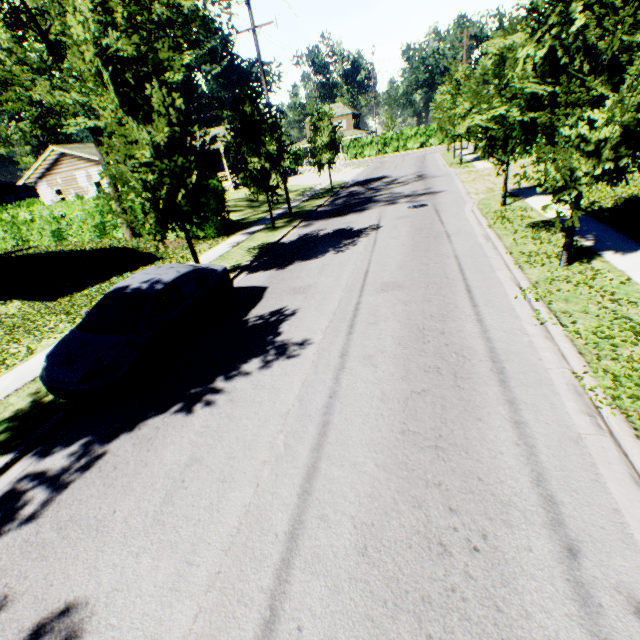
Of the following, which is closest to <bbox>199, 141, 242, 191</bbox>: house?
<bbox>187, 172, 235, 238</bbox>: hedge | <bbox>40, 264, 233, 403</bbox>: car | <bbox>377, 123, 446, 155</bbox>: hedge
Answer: <bbox>187, 172, 235, 238</bbox>: hedge

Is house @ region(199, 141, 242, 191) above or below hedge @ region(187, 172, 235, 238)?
above

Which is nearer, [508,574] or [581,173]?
[508,574]

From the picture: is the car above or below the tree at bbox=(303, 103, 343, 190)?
below

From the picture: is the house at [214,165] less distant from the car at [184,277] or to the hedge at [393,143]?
the hedge at [393,143]

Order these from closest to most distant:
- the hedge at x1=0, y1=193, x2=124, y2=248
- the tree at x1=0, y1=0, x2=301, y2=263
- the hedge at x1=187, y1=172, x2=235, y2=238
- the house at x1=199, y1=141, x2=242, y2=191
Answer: the tree at x1=0, y1=0, x2=301, y2=263, the hedge at x1=187, y1=172, x2=235, y2=238, the hedge at x1=0, y1=193, x2=124, y2=248, the house at x1=199, y1=141, x2=242, y2=191

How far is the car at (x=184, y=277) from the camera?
5.94m

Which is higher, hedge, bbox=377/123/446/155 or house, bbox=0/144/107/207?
house, bbox=0/144/107/207
